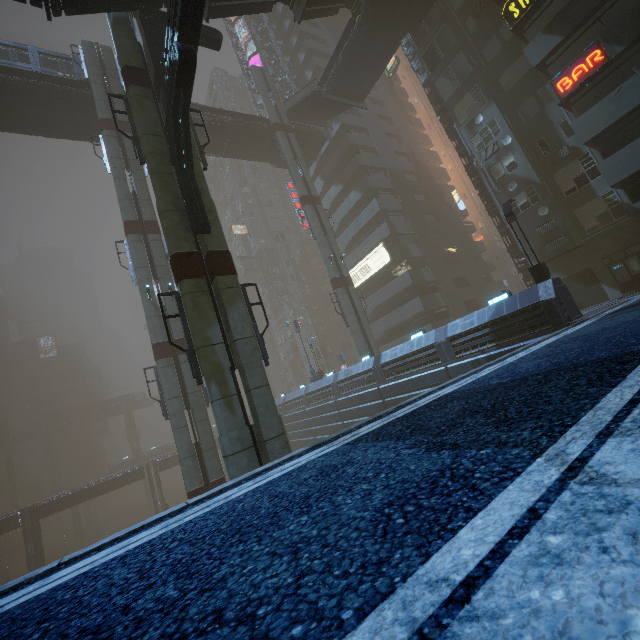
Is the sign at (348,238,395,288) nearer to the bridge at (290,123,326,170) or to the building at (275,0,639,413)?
the building at (275,0,639,413)

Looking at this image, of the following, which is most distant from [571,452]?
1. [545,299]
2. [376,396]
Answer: [376,396]

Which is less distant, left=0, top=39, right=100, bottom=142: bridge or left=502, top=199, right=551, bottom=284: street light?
left=502, top=199, right=551, bottom=284: street light

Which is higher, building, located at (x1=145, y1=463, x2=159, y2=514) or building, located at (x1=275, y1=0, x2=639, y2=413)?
building, located at (x1=275, y1=0, x2=639, y2=413)

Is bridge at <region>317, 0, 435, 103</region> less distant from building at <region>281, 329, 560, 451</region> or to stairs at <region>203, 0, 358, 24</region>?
stairs at <region>203, 0, 358, 24</region>

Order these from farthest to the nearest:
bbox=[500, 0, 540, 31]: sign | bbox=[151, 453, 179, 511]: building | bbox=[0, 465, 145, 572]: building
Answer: bbox=[151, 453, 179, 511]: building
bbox=[0, 465, 145, 572]: building
bbox=[500, 0, 540, 31]: sign

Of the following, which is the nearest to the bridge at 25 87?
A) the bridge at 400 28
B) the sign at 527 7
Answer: the bridge at 400 28

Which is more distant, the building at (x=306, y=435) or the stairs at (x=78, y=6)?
the building at (x=306, y=435)
